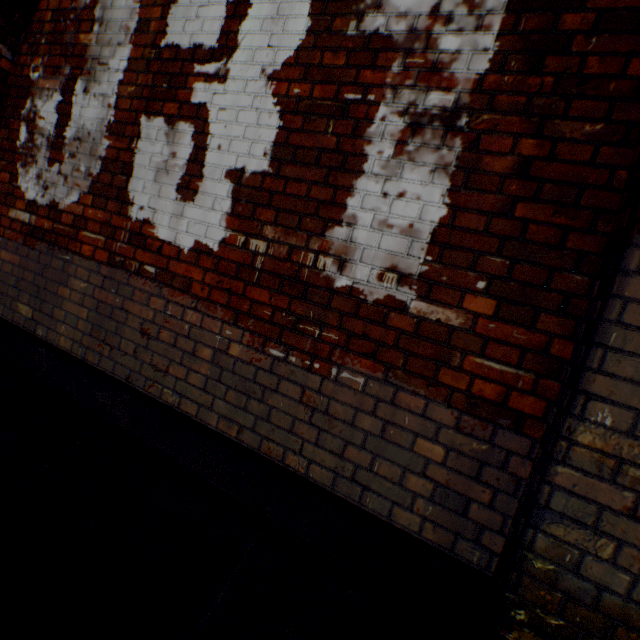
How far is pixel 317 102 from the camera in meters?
1.8 m

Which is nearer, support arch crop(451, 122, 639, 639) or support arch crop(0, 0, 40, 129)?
support arch crop(451, 122, 639, 639)

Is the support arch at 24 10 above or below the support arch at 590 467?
above

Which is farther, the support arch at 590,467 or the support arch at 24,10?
the support arch at 24,10

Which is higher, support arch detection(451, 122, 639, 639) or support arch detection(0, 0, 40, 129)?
support arch detection(0, 0, 40, 129)
